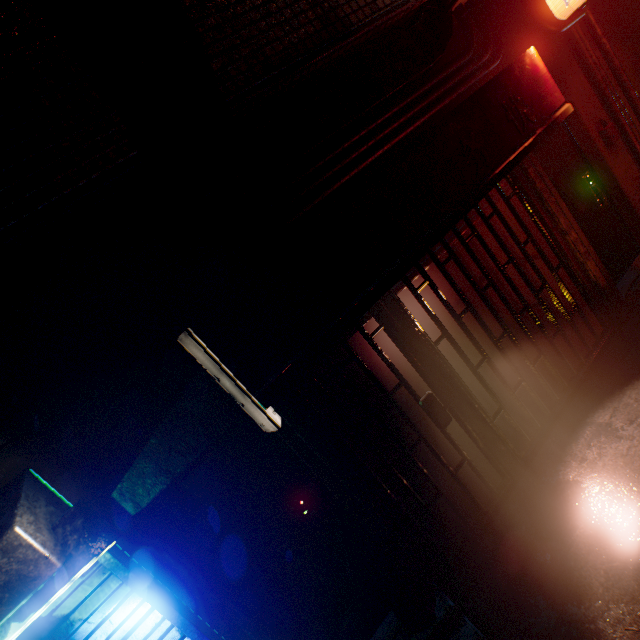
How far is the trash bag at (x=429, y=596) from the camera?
2.4m

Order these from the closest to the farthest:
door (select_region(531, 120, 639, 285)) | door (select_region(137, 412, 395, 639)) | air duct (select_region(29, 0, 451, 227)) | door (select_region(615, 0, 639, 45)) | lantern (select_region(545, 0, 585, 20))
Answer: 1. air duct (select_region(29, 0, 451, 227))
2. door (select_region(137, 412, 395, 639))
3. lantern (select_region(545, 0, 585, 20))
4. door (select_region(531, 120, 639, 285))
5. door (select_region(615, 0, 639, 45))

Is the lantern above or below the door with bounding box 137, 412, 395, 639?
above

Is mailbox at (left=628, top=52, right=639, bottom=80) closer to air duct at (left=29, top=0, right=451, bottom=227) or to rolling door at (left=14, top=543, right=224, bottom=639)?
air duct at (left=29, top=0, right=451, bottom=227)

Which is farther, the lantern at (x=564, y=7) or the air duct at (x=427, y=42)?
the lantern at (x=564, y=7)

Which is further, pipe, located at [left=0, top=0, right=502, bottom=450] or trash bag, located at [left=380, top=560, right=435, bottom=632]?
trash bag, located at [left=380, top=560, right=435, bottom=632]

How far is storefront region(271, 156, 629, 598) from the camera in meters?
2.6 m

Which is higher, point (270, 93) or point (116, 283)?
point (270, 93)
